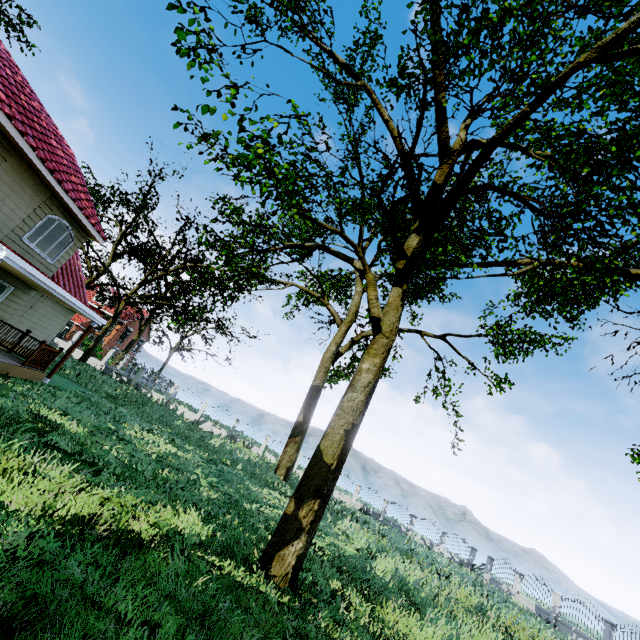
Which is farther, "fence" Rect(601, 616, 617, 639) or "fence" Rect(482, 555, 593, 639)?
"fence" Rect(482, 555, 593, 639)

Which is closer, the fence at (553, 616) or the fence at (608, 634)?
the fence at (608, 634)

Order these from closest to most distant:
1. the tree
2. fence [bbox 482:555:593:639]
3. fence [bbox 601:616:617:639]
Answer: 1. the tree
2. fence [bbox 601:616:617:639]
3. fence [bbox 482:555:593:639]

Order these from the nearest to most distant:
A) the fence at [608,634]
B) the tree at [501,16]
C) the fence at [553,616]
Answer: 1. the tree at [501,16]
2. the fence at [608,634]
3. the fence at [553,616]

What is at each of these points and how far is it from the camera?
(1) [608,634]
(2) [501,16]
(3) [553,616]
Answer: (1) fence, 18.4m
(2) tree, 9.6m
(3) fence, 21.3m

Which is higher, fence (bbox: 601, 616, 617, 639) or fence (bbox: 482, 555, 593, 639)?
fence (bbox: 601, 616, 617, 639)

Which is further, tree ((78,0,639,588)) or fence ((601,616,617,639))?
fence ((601,616,617,639))
